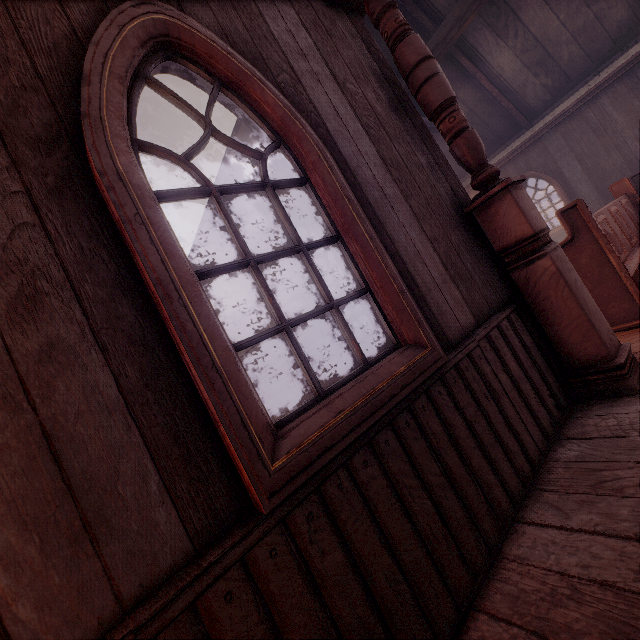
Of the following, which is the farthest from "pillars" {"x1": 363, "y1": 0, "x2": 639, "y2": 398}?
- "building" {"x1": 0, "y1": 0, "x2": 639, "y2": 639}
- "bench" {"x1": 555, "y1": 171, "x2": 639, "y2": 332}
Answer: "bench" {"x1": 555, "y1": 171, "x2": 639, "y2": 332}

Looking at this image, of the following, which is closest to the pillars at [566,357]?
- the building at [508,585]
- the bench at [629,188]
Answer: the building at [508,585]

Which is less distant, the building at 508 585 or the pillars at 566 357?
the building at 508 585

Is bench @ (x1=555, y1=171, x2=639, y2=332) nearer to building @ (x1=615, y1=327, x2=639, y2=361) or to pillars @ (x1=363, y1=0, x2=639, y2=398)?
building @ (x1=615, y1=327, x2=639, y2=361)

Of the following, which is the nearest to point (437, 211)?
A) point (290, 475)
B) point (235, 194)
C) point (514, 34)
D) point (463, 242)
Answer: point (463, 242)

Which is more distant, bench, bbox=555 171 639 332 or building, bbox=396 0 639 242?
building, bbox=396 0 639 242

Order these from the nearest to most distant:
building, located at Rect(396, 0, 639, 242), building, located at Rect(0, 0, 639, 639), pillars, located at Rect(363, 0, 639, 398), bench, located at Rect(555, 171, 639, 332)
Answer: building, located at Rect(0, 0, 639, 639)
pillars, located at Rect(363, 0, 639, 398)
bench, located at Rect(555, 171, 639, 332)
building, located at Rect(396, 0, 639, 242)
